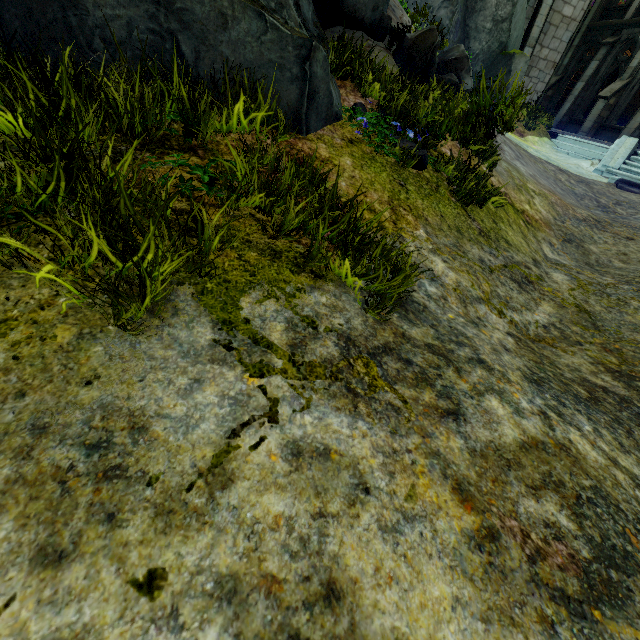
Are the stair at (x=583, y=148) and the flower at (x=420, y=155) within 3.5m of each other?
no

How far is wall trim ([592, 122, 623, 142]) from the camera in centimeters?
1805cm

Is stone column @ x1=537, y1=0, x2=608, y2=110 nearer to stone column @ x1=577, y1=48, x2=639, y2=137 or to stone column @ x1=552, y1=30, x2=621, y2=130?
stone column @ x1=552, y1=30, x2=621, y2=130

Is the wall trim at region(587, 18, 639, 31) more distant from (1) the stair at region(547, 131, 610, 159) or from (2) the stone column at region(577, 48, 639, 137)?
(1) the stair at region(547, 131, 610, 159)

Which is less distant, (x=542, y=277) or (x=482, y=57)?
(x=542, y=277)

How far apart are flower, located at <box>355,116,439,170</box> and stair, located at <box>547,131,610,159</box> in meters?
11.7

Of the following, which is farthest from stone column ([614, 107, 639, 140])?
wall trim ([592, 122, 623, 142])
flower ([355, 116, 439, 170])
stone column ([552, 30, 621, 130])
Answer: flower ([355, 116, 439, 170])

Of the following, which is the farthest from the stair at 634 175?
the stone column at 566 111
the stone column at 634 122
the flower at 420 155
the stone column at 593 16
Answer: the stone column at 593 16
